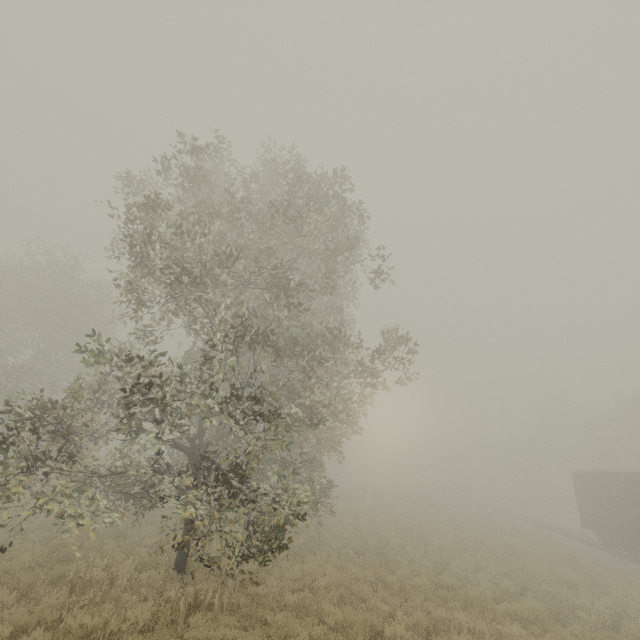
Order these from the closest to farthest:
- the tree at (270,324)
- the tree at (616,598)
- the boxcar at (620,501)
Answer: the tree at (270,324) → the tree at (616,598) → the boxcar at (620,501)

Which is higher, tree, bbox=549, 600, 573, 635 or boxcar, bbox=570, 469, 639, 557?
boxcar, bbox=570, 469, 639, 557

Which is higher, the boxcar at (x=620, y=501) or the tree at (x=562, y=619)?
the boxcar at (x=620, y=501)

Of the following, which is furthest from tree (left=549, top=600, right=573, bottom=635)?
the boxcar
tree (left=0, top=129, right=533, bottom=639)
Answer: the boxcar

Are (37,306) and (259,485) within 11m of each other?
no

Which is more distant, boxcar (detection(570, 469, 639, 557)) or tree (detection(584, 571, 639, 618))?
boxcar (detection(570, 469, 639, 557))

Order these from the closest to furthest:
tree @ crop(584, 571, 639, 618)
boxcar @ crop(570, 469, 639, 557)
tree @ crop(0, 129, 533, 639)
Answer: tree @ crop(0, 129, 533, 639) < tree @ crop(584, 571, 639, 618) < boxcar @ crop(570, 469, 639, 557)
